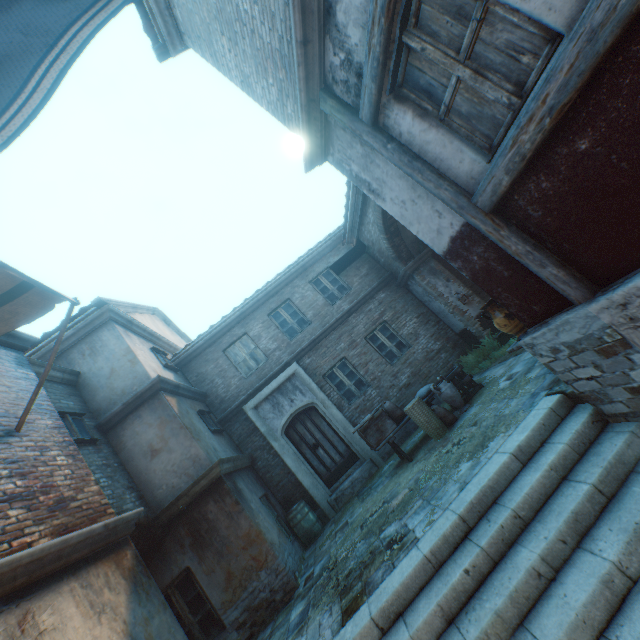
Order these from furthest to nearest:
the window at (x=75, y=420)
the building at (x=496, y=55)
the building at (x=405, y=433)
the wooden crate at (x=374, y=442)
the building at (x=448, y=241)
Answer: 1. the building at (x=405, y=433)
2. the wooden crate at (x=374, y=442)
3. the window at (x=75, y=420)
4. the building at (x=448, y=241)
5. the building at (x=496, y=55)

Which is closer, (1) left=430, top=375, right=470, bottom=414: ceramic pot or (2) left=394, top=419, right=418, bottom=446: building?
(1) left=430, top=375, right=470, bottom=414: ceramic pot

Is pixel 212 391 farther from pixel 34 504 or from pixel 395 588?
pixel 395 588

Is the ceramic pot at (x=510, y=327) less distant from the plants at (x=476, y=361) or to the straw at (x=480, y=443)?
the straw at (x=480, y=443)

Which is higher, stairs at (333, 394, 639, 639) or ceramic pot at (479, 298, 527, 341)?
ceramic pot at (479, 298, 527, 341)

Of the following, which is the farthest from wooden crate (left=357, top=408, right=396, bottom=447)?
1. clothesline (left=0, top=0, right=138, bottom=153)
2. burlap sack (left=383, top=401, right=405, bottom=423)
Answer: clothesline (left=0, top=0, right=138, bottom=153)

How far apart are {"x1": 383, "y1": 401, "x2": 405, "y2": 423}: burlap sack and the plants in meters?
3.3 m

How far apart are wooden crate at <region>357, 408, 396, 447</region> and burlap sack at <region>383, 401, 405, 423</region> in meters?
0.1
